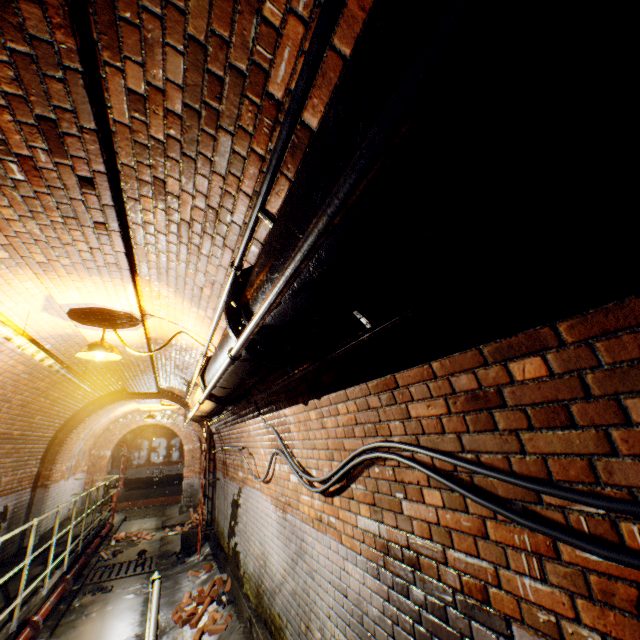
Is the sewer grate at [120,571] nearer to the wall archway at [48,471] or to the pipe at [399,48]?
the wall archway at [48,471]

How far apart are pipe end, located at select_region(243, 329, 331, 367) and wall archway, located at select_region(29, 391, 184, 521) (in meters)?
10.13

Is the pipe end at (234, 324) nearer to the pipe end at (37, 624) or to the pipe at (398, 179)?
the pipe at (398, 179)

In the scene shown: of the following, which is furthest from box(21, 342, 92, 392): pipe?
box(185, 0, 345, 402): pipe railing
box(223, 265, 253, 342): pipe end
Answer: box(223, 265, 253, 342): pipe end

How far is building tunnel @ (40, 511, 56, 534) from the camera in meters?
9.2

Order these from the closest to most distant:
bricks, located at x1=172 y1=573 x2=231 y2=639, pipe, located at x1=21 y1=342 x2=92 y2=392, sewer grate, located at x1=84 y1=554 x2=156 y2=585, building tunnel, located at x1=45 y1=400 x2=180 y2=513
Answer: pipe, located at x1=21 y1=342 x2=92 y2=392 → bricks, located at x1=172 y1=573 x2=231 y2=639 → sewer grate, located at x1=84 y1=554 x2=156 y2=585 → building tunnel, located at x1=45 y1=400 x2=180 y2=513

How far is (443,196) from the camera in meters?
0.6

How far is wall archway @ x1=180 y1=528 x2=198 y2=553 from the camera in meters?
9.3 m
